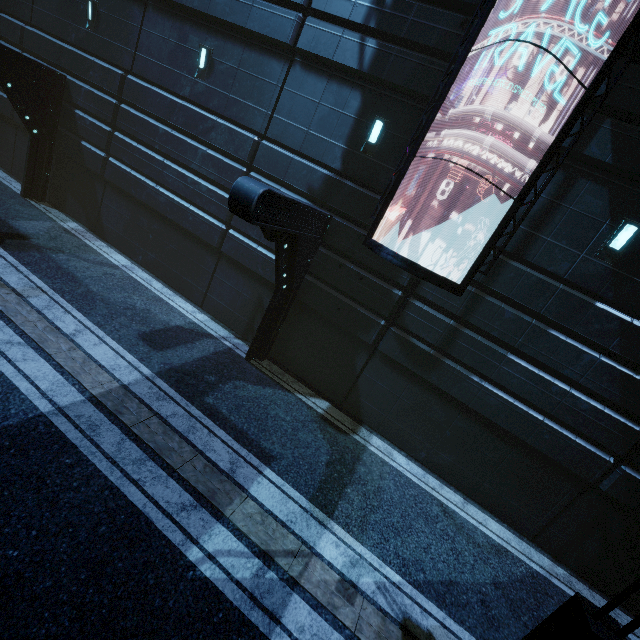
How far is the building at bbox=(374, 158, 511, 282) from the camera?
7.7m

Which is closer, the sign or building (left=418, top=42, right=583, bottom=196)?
the sign

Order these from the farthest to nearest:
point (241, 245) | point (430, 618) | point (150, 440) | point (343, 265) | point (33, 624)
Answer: point (241, 245), point (343, 265), point (150, 440), point (430, 618), point (33, 624)

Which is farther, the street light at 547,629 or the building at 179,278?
the building at 179,278

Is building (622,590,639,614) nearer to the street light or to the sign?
the sign

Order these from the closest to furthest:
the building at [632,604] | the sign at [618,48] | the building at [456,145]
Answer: the sign at [618,48] < the building at [456,145] < the building at [632,604]

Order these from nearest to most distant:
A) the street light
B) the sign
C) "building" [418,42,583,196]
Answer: the street light < the sign < "building" [418,42,583,196]
